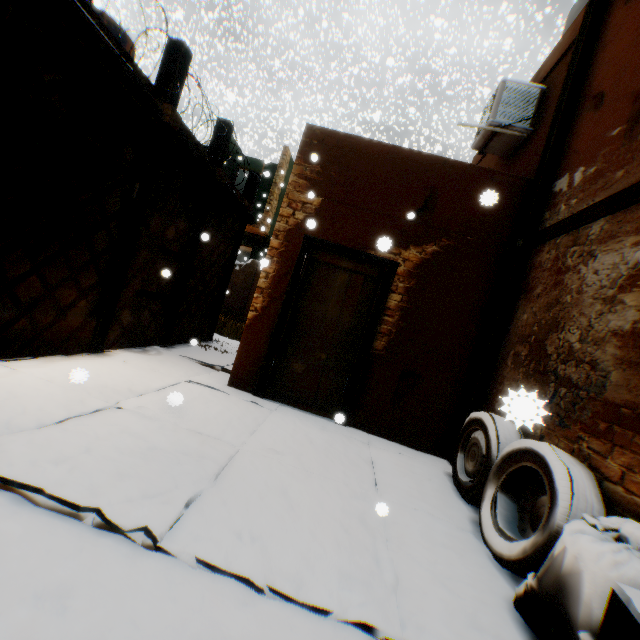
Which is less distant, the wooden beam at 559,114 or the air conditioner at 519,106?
the wooden beam at 559,114

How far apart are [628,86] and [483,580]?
4.8m

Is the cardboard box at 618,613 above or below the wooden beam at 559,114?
below

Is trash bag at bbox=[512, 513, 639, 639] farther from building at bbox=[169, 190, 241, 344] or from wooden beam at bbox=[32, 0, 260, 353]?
wooden beam at bbox=[32, 0, 260, 353]

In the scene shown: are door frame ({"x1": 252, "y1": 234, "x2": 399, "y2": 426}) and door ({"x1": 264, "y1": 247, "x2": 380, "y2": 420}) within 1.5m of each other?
yes

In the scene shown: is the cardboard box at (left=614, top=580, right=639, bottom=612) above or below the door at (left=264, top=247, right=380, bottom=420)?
above

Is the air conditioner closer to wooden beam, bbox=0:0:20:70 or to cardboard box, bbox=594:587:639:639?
wooden beam, bbox=0:0:20:70

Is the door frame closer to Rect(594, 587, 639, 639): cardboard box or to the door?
the door
